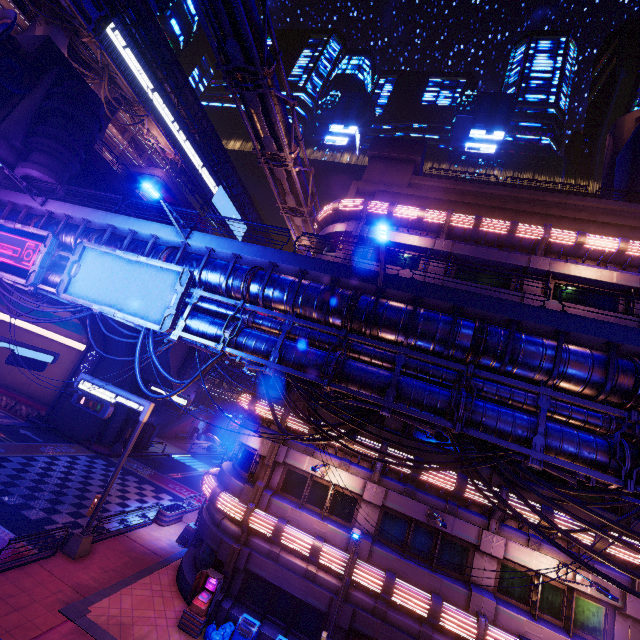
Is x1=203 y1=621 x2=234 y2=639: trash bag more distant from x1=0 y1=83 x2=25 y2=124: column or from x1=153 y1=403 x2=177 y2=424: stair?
x1=153 y1=403 x2=177 y2=424: stair

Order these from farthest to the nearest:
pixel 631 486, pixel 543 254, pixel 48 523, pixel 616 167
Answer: pixel 616 167 < pixel 543 254 < pixel 48 523 < pixel 631 486

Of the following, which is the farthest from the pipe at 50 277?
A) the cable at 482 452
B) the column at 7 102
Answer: the column at 7 102

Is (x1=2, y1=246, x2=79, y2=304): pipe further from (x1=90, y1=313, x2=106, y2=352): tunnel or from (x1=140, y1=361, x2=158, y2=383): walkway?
(x1=140, y1=361, x2=158, y2=383): walkway

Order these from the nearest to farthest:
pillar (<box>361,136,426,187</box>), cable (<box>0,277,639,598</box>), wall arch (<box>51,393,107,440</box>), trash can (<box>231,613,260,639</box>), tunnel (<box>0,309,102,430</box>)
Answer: cable (<box>0,277,639,598</box>) < trash can (<box>231,613,260,639</box>) < pillar (<box>361,136,426,187</box>) < wall arch (<box>51,393,107,440</box>) < tunnel (<box>0,309,102,430</box>)

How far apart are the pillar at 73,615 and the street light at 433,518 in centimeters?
1337cm

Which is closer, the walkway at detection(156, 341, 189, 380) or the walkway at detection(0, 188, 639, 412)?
the walkway at detection(0, 188, 639, 412)

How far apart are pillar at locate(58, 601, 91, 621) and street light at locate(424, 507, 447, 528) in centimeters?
1337cm
